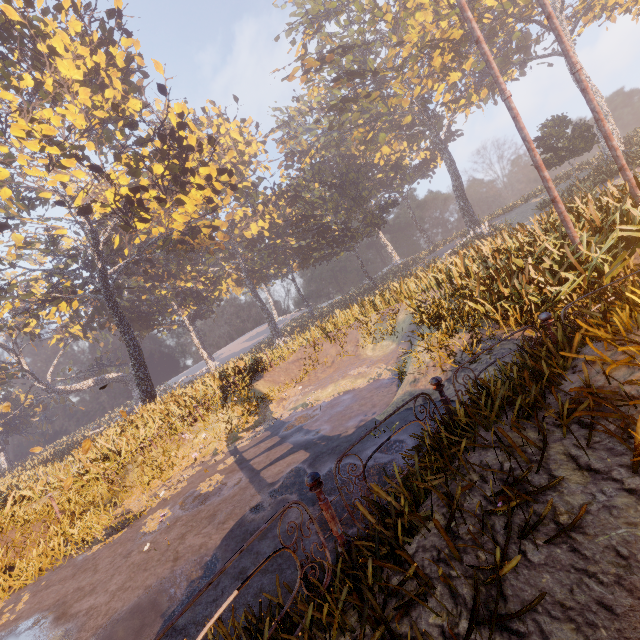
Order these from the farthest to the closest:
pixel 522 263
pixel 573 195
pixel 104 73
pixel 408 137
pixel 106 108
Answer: pixel 408 137 < pixel 106 108 < pixel 104 73 < pixel 573 195 < pixel 522 263

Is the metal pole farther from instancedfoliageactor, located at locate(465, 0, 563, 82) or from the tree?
the tree

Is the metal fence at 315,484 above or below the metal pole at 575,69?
below

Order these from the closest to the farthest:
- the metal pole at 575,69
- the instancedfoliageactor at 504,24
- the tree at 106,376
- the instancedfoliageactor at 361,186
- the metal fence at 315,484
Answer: the metal fence at 315,484, the instancedfoliageactor at 361,186, the metal pole at 575,69, the instancedfoliageactor at 504,24, the tree at 106,376

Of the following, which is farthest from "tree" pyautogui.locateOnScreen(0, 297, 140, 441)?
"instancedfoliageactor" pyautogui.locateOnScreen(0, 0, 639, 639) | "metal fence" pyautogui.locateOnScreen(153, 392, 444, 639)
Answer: "metal fence" pyautogui.locateOnScreen(153, 392, 444, 639)
